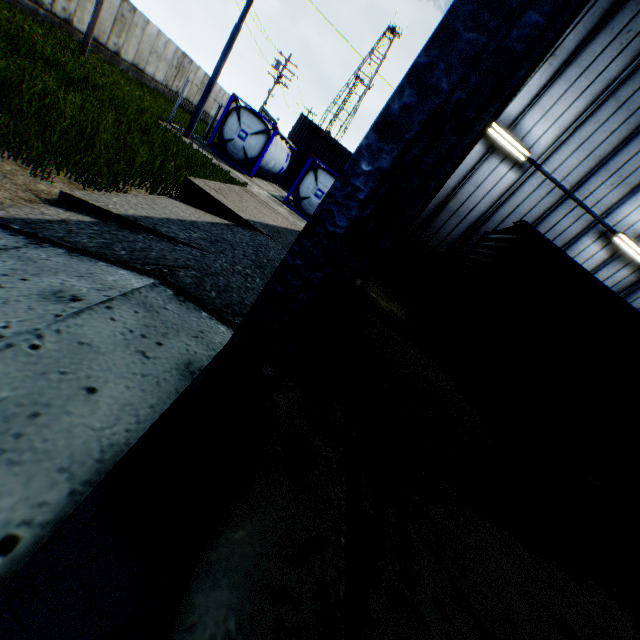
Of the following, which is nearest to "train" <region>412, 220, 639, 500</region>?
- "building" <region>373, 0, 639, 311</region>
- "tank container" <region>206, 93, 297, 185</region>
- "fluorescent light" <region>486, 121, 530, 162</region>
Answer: "building" <region>373, 0, 639, 311</region>

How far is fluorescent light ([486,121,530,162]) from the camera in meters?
9.9

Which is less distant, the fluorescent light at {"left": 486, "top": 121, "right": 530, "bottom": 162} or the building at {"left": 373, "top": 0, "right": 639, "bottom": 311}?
the building at {"left": 373, "top": 0, "right": 639, "bottom": 311}

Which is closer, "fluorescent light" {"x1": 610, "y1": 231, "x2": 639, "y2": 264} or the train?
the train

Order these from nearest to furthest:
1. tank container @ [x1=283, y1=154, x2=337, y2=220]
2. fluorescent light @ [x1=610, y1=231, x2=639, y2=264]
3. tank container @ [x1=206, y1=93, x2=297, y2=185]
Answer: fluorescent light @ [x1=610, y1=231, x2=639, y2=264]
tank container @ [x1=206, y1=93, x2=297, y2=185]
tank container @ [x1=283, y1=154, x2=337, y2=220]

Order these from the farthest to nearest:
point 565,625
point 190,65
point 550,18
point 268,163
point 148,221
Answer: point 190,65, point 268,163, point 148,221, point 565,625, point 550,18

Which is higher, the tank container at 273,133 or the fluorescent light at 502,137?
the fluorescent light at 502,137

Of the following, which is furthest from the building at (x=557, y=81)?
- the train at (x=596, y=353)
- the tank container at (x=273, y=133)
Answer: the tank container at (x=273, y=133)
